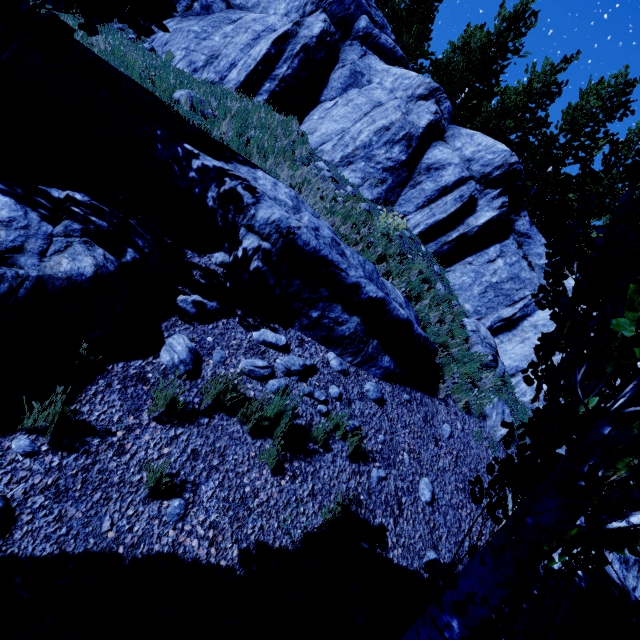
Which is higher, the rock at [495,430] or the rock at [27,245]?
the rock at [495,430]

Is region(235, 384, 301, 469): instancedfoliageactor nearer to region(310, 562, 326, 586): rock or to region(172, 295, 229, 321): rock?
region(310, 562, 326, 586): rock

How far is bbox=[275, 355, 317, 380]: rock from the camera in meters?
4.5 m

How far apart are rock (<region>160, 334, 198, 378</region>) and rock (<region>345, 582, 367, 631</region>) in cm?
280

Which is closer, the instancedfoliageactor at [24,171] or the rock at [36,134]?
the instancedfoliageactor at [24,171]

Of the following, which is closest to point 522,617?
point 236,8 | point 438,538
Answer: point 438,538

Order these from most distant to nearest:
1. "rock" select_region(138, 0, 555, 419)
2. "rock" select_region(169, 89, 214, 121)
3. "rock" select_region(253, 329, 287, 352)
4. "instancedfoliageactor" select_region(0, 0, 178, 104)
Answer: "rock" select_region(138, 0, 555, 419)
"rock" select_region(169, 89, 214, 121)
"rock" select_region(253, 329, 287, 352)
"instancedfoliageactor" select_region(0, 0, 178, 104)

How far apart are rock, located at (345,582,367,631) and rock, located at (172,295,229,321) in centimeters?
346cm
